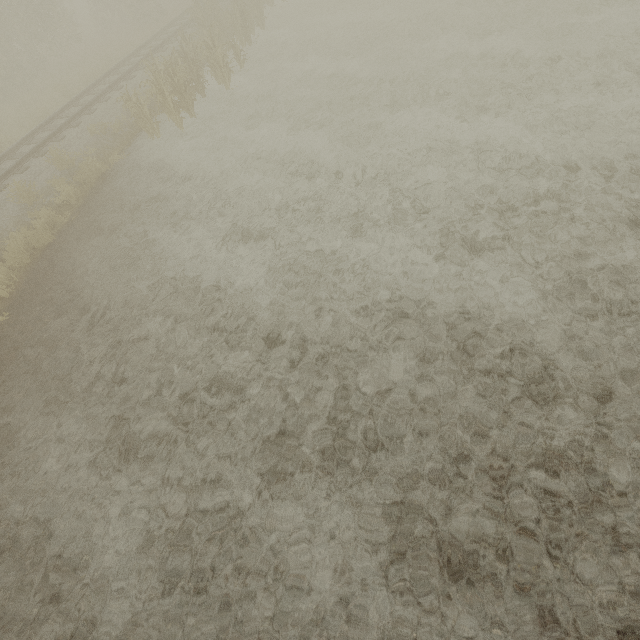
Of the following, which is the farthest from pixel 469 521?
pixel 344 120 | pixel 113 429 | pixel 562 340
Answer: pixel 344 120
